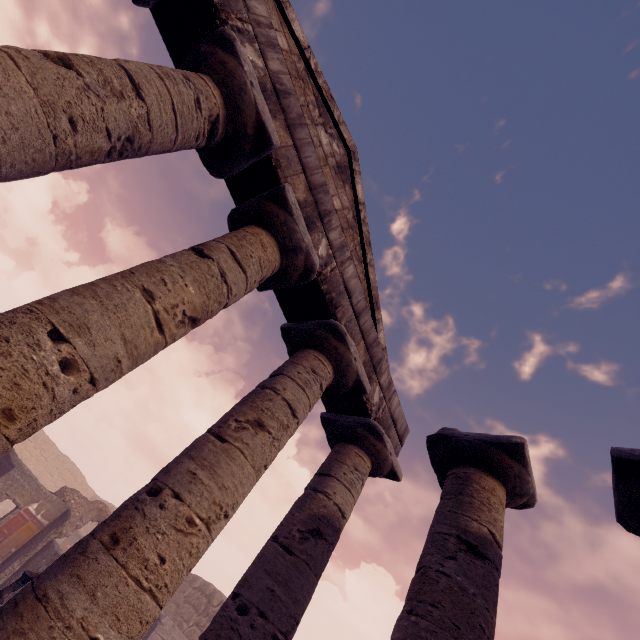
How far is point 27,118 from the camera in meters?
2.4

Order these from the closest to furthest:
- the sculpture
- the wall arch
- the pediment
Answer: the pediment
the sculpture
the wall arch

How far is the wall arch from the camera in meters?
15.0 m

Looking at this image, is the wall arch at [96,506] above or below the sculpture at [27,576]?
above

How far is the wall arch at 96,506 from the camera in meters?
15.0 m

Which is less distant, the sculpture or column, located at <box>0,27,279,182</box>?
column, located at <box>0,27,279,182</box>

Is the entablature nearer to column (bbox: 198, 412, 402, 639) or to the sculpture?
column (bbox: 198, 412, 402, 639)

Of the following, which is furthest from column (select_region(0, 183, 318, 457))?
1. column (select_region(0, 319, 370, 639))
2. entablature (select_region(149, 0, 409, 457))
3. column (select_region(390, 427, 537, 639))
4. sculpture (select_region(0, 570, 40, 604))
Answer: sculpture (select_region(0, 570, 40, 604))
